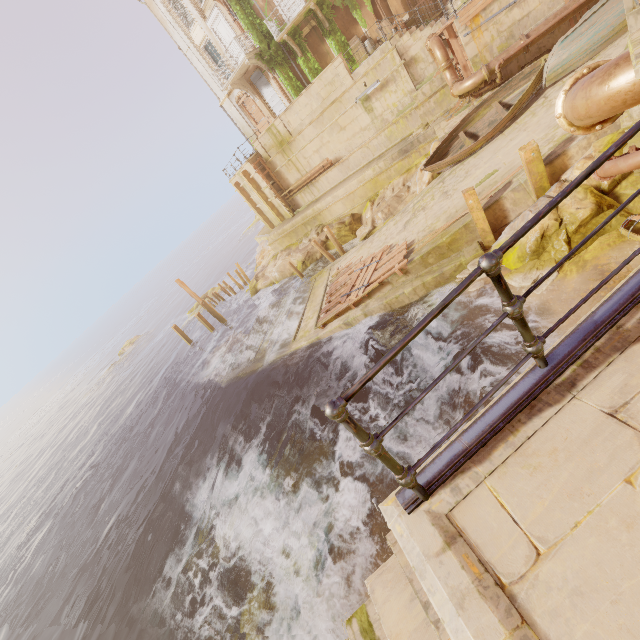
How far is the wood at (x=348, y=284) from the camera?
12.51m

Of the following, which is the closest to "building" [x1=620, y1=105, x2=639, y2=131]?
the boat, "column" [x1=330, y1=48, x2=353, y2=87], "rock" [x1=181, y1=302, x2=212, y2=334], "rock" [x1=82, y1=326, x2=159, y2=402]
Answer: the boat

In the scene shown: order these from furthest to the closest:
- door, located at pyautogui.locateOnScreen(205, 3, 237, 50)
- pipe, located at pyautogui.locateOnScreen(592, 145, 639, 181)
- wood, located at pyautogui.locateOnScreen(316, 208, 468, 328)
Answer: door, located at pyautogui.locateOnScreen(205, 3, 237, 50) < wood, located at pyautogui.locateOnScreen(316, 208, 468, 328) < pipe, located at pyautogui.locateOnScreen(592, 145, 639, 181)

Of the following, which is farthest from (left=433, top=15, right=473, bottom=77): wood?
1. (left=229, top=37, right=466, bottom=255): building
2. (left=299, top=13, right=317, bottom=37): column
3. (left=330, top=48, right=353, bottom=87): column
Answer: (left=299, top=13, right=317, bottom=37): column

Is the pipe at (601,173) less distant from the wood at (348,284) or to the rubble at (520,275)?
the rubble at (520,275)

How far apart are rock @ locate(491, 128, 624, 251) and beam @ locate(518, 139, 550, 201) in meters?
0.1

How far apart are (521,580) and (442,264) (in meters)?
11.27

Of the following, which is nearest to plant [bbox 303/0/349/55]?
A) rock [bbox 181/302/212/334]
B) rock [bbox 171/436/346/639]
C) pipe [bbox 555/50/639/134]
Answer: pipe [bbox 555/50/639/134]
